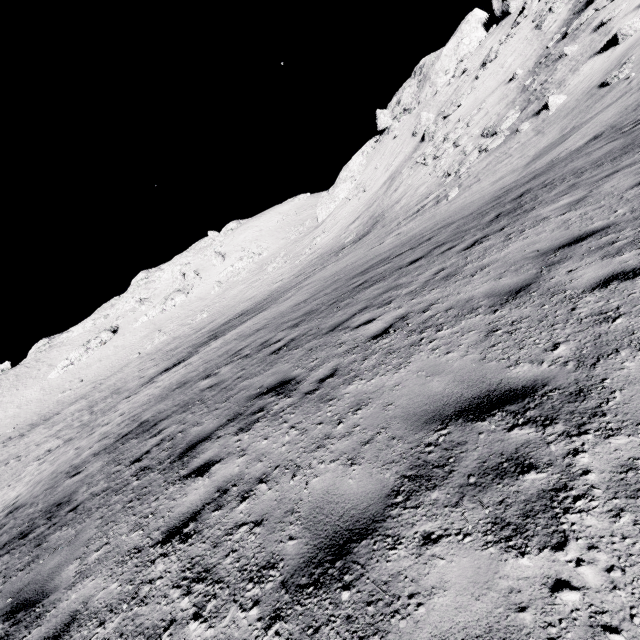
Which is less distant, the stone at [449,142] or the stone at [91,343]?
the stone at [449,142]

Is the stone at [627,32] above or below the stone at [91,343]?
below

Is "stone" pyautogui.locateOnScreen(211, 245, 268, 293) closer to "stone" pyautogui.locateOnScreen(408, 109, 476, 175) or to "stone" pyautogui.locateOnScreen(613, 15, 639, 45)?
"stone" pyautogui.locateOnScreen(408, 109, 476, 175)

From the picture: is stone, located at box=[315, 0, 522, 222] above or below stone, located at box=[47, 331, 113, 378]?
above

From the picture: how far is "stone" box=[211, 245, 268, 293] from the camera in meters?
55.6

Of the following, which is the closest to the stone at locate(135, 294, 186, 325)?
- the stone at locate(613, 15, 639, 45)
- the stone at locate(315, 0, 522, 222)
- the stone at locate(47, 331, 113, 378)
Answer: the stone at locate(47, 331, 113, 378)

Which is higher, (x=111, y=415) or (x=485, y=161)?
(x=485, y=161)

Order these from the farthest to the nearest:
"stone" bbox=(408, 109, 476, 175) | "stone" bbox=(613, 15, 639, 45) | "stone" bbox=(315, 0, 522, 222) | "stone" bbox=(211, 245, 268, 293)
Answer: "stone" bbox=(211, 245, 268, 293) < "stone" bbox=(315, 0, 522, 222) < "stone" bbox=(408, 109, 476, 175) < "stone" bbox=(613, 15, 639, 45)
